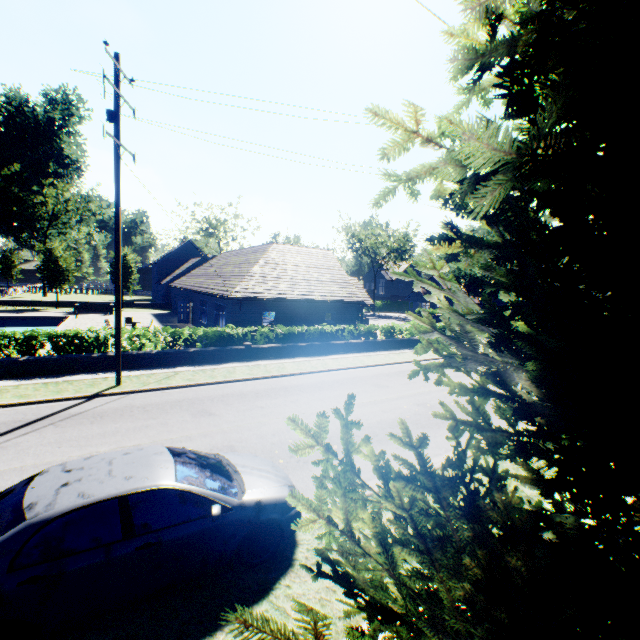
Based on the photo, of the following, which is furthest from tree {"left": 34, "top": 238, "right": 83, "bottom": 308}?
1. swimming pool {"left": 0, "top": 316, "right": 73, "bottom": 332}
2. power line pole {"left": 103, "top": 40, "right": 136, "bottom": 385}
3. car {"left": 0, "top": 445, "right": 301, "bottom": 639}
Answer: power line pole {"left": 103, "top": 40, "right": 136, "bottom": 385}

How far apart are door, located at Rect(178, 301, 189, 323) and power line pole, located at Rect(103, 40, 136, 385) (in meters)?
19.64

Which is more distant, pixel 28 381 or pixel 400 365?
pixel 400 365

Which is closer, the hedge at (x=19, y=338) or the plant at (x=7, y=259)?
the hedge at (x=19, y=338)

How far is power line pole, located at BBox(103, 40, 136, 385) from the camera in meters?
11.3

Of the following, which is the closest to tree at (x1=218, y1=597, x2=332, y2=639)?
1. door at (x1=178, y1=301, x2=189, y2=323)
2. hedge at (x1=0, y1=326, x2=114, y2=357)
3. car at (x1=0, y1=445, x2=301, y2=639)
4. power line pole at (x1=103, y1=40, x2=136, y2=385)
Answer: car at (x1=0, y1=445, x2=301, y2=639)

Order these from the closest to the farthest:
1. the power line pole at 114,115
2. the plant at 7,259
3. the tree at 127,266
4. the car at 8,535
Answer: the car at 8,535
the power line pole at 114,115
the tree at 127,266
the plant at 7,259

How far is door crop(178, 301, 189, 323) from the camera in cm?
3131
